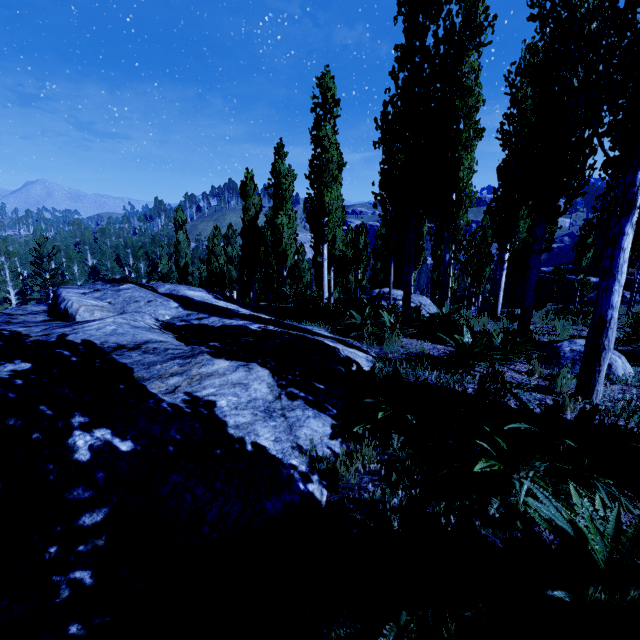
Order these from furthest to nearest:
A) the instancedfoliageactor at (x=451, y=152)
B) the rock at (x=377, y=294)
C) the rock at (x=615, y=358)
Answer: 1. the rock at (x=377, y=294)
2. the rock at (x=615, y=358)
3. the instancedfoliageactor at (x=451, y=152)

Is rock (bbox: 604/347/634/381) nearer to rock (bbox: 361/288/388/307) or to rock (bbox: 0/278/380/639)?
rock (bbox: 0/278/380/639)

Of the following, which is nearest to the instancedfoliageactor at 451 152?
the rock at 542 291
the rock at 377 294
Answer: the rock at 377 294

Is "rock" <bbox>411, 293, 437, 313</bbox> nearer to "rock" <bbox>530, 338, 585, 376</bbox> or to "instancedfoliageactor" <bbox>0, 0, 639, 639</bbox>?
"instancedfoliageactor" <bbox>0, 0, 639, 639</bbox>

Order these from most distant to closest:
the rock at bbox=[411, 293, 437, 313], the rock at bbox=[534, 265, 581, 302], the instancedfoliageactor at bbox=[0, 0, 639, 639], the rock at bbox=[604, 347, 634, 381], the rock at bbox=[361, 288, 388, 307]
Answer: the rock at bbox=[534, 265, 581, 302], the rock at bbox=[361, 288, 388, 307], the rock at bbox=[411, 293, 437, 313], the rock at bbox=[604, 347, 634, 381], the instancedfoliageactor at bbox=[0, 0, 639, 639]

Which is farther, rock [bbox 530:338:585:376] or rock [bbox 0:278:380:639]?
rock [bbox 530:338:585:376]

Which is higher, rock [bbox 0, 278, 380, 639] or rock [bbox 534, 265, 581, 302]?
rock [bbox 0, 278, 380, 639]

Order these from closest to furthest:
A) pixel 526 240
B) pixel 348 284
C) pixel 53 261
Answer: pixel 526 240, pixel 348 284, pixel 53 261
